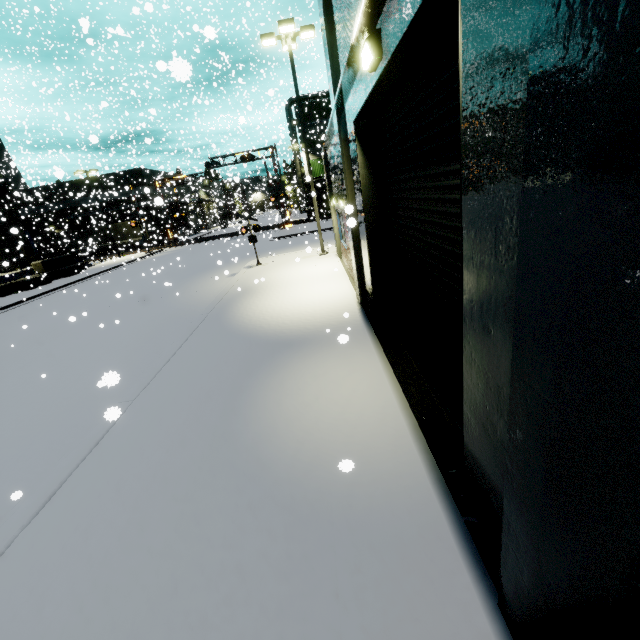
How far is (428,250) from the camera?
4.3m

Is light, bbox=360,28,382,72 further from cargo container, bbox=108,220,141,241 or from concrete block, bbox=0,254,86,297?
cargo container, bbox=108,220,141,241

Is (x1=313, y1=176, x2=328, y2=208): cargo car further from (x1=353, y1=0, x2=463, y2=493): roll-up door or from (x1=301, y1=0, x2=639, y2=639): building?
(x1=353, y1=0, x2=463, y2=493): roll-up door

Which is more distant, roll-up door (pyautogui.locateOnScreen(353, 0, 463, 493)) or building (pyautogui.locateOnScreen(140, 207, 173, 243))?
building (pyautogui.locateOnScreen(140, 207, 173, 243))

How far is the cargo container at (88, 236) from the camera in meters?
40.4

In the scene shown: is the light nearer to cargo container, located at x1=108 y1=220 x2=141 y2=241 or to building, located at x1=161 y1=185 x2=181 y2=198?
building, located at x1=161 y1=185 x2=181 y2=198

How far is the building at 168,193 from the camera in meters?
43.7 m

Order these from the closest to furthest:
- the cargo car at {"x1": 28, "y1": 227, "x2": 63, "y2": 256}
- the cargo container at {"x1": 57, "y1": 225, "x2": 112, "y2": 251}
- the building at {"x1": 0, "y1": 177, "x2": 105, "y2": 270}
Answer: the building at {"x1": 0, "y1": 177, "x2": 105, "y2": 270} → the cargo container at {"x1": 57, "y1": 225, "x2": 112, "y2": 251} → the cargo car at {"x1": 28, "y1": 227, "x2": 63, "y2": 256}
